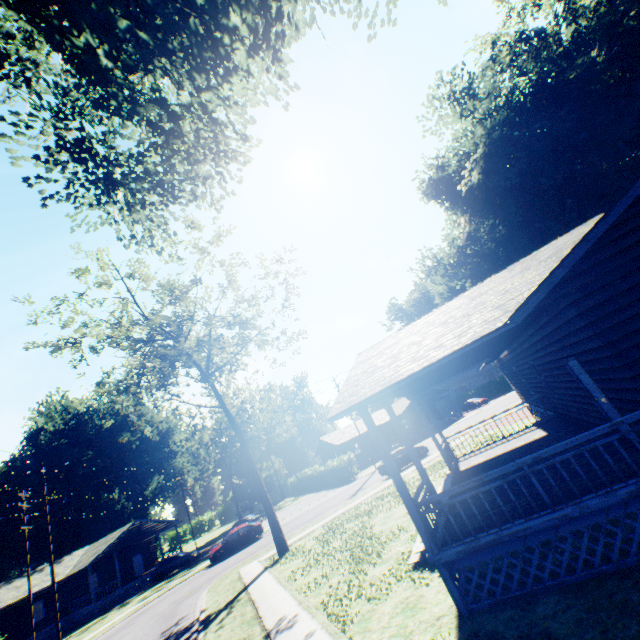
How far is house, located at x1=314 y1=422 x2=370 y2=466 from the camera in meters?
49.1 m

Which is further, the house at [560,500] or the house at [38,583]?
the house at [38,583]

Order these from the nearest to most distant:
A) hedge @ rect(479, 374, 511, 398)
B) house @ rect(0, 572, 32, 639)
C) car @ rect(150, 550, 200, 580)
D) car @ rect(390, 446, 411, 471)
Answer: car @ rect(390, 446, 411, 471) < house @ rect(0, 572, 32, 639) < car @ rect(150, 550, 200, 580) < hedge @ rect(479, 374, 511, 398)

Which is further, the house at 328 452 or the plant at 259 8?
the house at 328 452

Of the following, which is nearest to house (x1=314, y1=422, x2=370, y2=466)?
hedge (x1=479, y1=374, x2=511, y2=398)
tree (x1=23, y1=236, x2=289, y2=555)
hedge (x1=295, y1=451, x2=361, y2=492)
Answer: hedge (x1=295, y1=451, x2=361, y2=492)

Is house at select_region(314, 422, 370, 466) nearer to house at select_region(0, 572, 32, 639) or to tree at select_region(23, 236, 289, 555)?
house at select_region(0, 572, 32, 639)

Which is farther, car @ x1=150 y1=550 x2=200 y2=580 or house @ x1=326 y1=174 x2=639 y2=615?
car @ x1=150 y1=550 x2=200 y2=580

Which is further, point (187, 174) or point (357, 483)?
point (357, 483)
